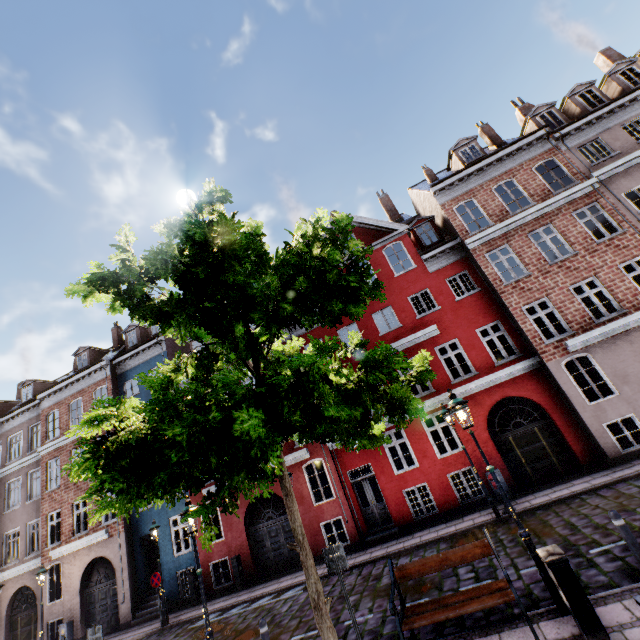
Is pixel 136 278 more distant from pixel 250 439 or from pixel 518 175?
pixel 518 175

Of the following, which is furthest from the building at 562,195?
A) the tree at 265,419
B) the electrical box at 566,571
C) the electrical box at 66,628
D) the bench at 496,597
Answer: the electrical box at 566,571

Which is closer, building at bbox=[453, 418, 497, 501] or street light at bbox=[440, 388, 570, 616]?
street light at bbox=[440, 388, 570, 616]

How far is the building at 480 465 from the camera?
12.88m

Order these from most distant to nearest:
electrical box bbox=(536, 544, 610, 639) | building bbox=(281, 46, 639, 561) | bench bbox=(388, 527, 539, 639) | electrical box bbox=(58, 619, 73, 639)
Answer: electrical box bbox=(58, 619, 73, 639) < building bbox=(281, 46, 639, 561) < bench bbox=(388, 527, 539, 639) < electrical box bbox=(536, 544, 610, 639)

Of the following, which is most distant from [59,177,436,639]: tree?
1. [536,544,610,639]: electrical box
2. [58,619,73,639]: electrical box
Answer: [58,619,73,639]: electrical box

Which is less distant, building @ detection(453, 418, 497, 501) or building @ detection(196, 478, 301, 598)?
Result: building @ detection(453, 418, 497, 501)

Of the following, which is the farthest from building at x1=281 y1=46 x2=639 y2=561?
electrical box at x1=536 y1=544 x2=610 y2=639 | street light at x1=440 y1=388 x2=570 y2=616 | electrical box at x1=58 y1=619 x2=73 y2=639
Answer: electrical box at x1=536 y1=544 x2=610 y2=639
